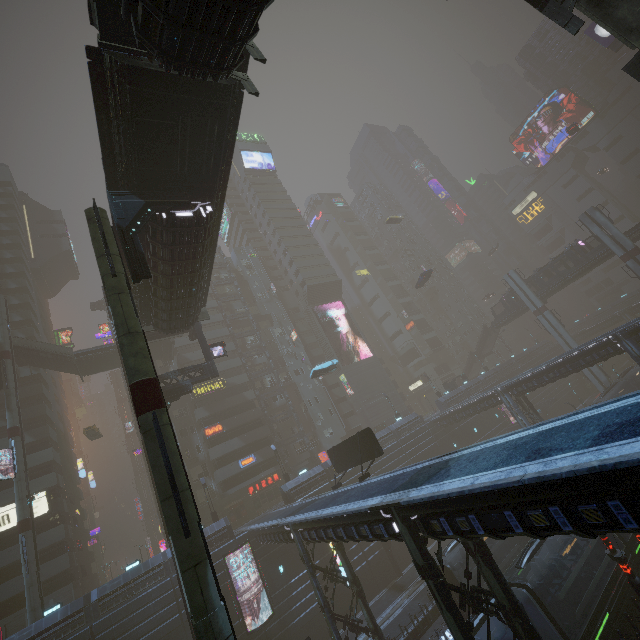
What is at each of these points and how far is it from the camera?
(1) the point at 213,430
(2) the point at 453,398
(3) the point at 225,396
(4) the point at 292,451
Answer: (1) sign, 45.8m
(2) building, 54.0m
(3) building, 49.4m
(4) building, 51.3m

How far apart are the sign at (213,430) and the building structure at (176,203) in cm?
3680

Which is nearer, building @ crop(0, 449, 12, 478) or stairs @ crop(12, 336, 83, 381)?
building @ crop(0, 449, 12, 478)

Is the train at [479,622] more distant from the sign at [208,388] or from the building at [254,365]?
the sign at [208,388]

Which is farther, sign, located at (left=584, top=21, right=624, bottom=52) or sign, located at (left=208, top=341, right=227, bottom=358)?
sign, located at (left=584, top=21, right=624, bottom=52)

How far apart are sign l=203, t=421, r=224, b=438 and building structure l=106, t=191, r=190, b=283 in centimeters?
3680cm

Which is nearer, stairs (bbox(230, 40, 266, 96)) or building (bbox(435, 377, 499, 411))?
stairs (bbox(230, 40, 266, 96))

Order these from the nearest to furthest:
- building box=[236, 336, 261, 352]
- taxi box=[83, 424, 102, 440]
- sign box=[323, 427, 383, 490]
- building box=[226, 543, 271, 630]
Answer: sign box=[323, 427, 383, 490] < building box=[226, 543, 271, 630] < taxi box=[83, 424, 102, 440] < building box=[236, 336, 261, 352]
